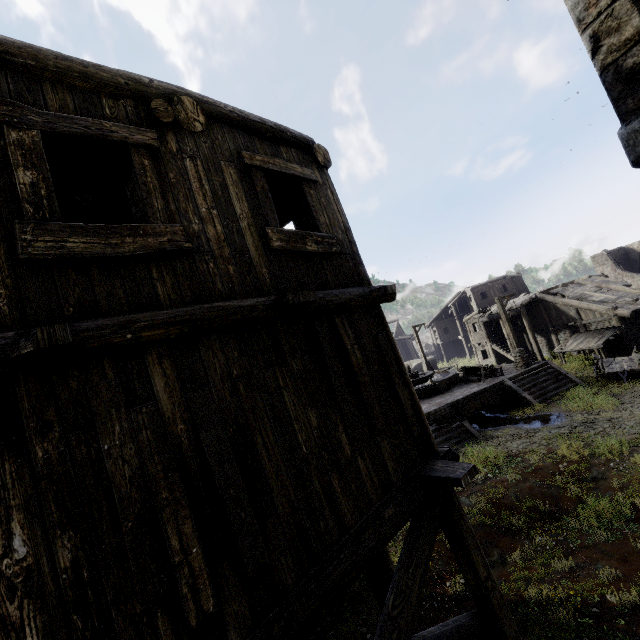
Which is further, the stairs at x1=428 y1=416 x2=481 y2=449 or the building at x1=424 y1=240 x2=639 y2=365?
the building at x1=424 y1=240 x2=639 y2=365

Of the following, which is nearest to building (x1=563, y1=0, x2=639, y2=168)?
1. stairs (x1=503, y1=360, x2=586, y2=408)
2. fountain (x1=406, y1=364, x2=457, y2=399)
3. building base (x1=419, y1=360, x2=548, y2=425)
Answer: stairs (x1=503, y1=360, x2=586, y2=408)

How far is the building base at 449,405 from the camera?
17.1m

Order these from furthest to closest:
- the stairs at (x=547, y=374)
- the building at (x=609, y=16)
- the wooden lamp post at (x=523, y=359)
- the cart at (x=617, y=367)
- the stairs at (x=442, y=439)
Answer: the wooden lamp post at (x=523, y=359) → the stairs at (x=547, y=374) → the cart at (x=617, y=367) → the stairs at (x=442, y=439) → the building at (x=609, y=16)

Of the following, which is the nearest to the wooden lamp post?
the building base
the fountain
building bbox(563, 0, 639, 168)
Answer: the building base

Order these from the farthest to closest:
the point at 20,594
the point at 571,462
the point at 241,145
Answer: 1. the point at 571,462
2. the point at 241,145
3. the point at 20,594

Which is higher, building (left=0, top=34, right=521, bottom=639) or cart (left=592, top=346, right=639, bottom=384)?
building (left=0, top=34, right=521, bottom=639)
